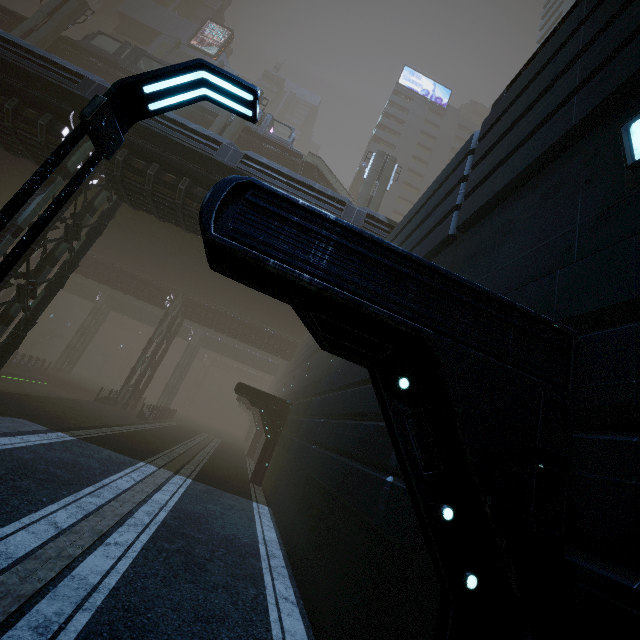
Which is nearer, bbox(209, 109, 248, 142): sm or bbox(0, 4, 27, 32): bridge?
bbox(209, 109, 248, 142): sm

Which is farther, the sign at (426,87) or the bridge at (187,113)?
the sign at (426,87)

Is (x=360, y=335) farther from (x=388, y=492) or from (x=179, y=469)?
(x=179, y=469)

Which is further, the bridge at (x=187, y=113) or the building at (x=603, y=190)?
the bridge at (x=187, y=113)

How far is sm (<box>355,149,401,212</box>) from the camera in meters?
28.8 m

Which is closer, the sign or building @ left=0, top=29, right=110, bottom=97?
building @ left=0, top=29, right=110, bottom=97

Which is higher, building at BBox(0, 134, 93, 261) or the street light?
building at BBox(0, 134, 93, 261)

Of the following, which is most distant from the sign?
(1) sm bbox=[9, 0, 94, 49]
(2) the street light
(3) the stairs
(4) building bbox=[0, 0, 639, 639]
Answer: (2) the street light
